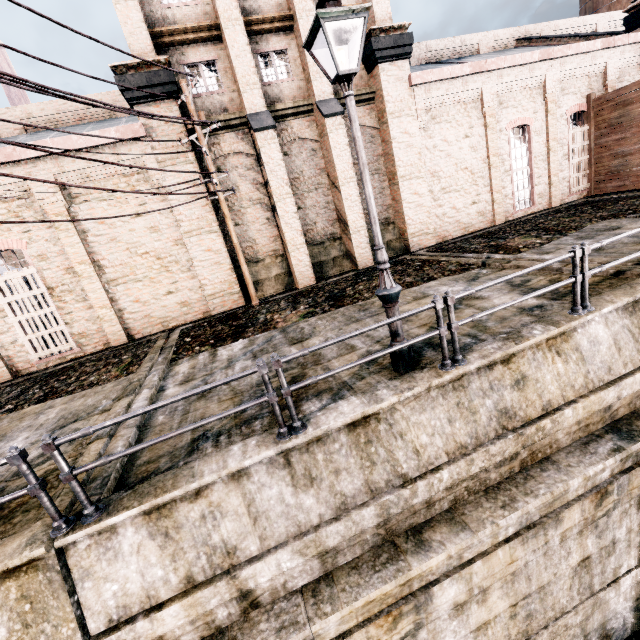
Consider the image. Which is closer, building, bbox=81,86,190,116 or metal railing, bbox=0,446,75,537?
metal railing, bbox=0,446,75,537

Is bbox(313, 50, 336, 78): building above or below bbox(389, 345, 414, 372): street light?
above

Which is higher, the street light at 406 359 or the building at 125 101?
the building at 125 101

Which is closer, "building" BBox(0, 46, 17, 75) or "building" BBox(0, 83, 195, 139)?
"building" BBox(0, 83, 195, 139)

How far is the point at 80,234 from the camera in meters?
13.1 m

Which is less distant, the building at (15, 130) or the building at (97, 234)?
the building at (15, 130)

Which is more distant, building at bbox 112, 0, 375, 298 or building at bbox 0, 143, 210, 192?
building at bbox 112, 0, 375, 298

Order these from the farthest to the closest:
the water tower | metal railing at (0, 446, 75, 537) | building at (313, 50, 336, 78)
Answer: the water tower → building at (313, 50, 336, 78) → metal railing at (0, 446, 75, 537)
